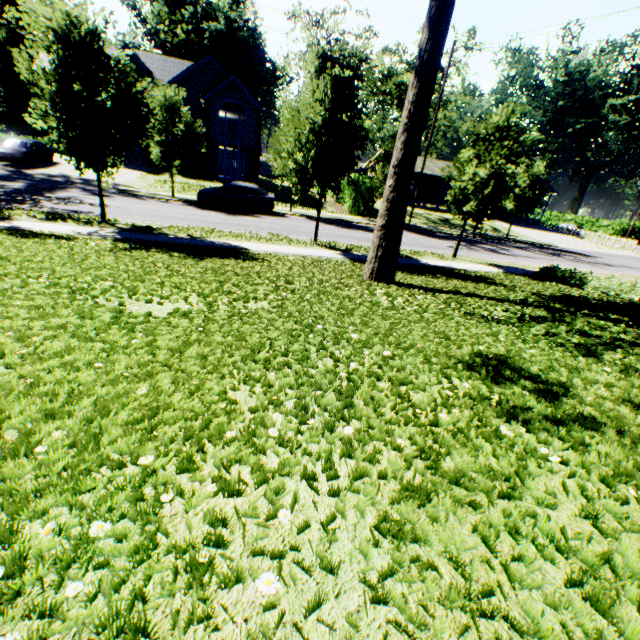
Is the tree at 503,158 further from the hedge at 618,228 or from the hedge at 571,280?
the hedge at 618,228

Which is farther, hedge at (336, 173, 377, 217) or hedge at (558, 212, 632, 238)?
hedge at (558, 212, 632, 238)

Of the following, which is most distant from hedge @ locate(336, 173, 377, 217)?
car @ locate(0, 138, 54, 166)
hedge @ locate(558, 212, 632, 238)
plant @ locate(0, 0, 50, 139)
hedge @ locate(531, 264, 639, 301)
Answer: car @ locate(0, 138, 54, 166)

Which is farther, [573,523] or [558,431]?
[558,431]

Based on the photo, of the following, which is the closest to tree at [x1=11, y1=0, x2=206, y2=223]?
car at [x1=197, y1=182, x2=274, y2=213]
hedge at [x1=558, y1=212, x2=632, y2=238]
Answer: car at [x1=197, y1=182, x2=274, y2=213]

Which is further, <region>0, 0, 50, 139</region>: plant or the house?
<region>0, 0, 50, 139</region>: plant

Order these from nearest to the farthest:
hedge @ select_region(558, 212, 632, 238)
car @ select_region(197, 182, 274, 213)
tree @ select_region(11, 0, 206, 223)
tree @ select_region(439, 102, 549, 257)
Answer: tree @ select_region(11, 0, 206, 223) < tree @ select_region(439, 102, 549, 257) < car @ select_region(197, 182, 274, 213) < hedge @ select_region(558, 212, 632, 238)

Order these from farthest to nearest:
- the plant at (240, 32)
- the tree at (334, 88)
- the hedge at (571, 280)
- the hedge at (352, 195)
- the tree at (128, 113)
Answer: the plant at (240, 32)
the hedge at (352, 195)
the hedge at (571, 280)
the tree at (128, 113)
the tree at (334, 88)
